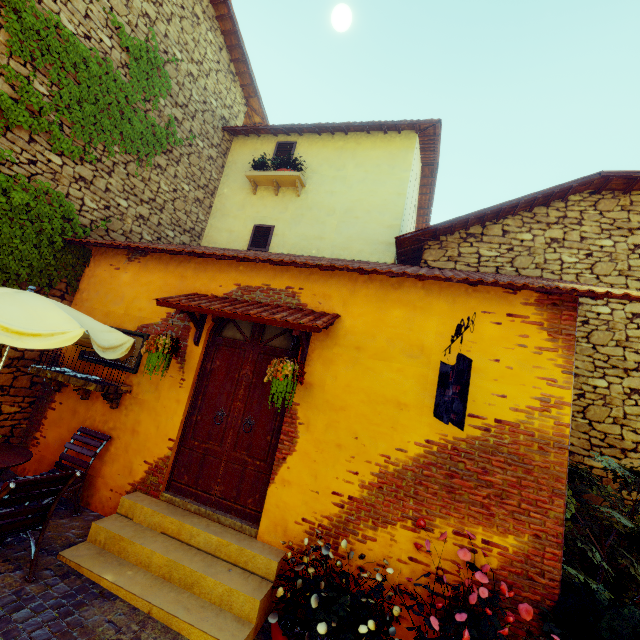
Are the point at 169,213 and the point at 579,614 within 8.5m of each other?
no

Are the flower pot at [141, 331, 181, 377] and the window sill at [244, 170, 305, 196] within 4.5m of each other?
no

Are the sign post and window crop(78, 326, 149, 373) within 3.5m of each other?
no

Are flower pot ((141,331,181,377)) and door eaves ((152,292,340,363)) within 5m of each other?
yes

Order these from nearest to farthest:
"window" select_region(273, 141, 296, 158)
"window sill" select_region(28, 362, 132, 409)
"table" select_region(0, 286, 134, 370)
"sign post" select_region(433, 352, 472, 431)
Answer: "sign post" select_region(433, 352, 472, 431), "table" select_region(0, 286, 134, 370), "window sill" select_region(28, 362, 132, 409), "window" select_region(273, 141, 296, 158)

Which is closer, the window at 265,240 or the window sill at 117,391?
the window sill at 117,391

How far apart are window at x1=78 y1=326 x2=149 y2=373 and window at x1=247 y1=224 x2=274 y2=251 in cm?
360

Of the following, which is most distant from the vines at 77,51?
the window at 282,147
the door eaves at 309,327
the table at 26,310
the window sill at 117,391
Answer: the door eaves at 309,327
